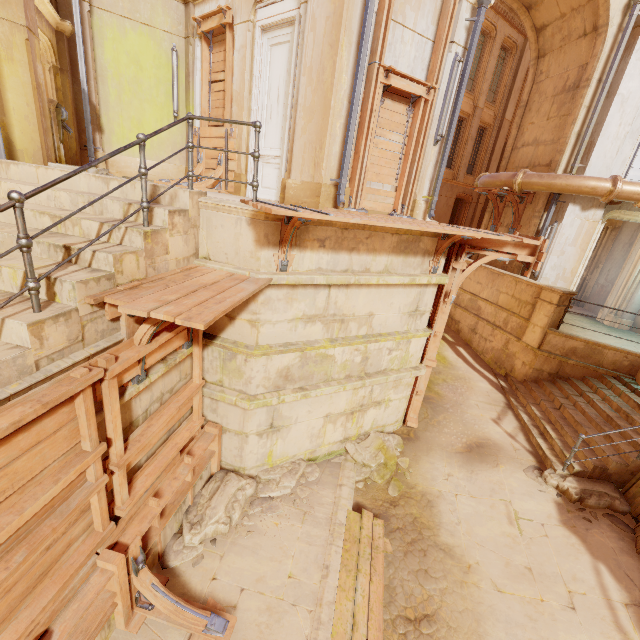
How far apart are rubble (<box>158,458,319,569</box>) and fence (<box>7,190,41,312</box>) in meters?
4.0 m

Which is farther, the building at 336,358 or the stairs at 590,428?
the stairs at 590,428

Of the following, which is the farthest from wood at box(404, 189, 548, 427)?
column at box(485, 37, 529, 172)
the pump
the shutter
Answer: column at box(485, 37, 529, 172)

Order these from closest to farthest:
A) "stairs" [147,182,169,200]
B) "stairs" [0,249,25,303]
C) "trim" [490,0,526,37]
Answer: "stairs" [0,249,25,303], "stairs" [147,182,169,200], "trim" [490,0,526,37]

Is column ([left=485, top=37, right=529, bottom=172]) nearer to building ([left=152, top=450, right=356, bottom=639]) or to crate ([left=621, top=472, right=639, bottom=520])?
building ([left=152, top=450, right=356, bottom=639])

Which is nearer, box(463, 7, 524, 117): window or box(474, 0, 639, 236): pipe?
box(474, 0, 639, 236): pipe

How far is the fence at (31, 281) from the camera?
2.5m

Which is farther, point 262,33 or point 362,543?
point 262,33
